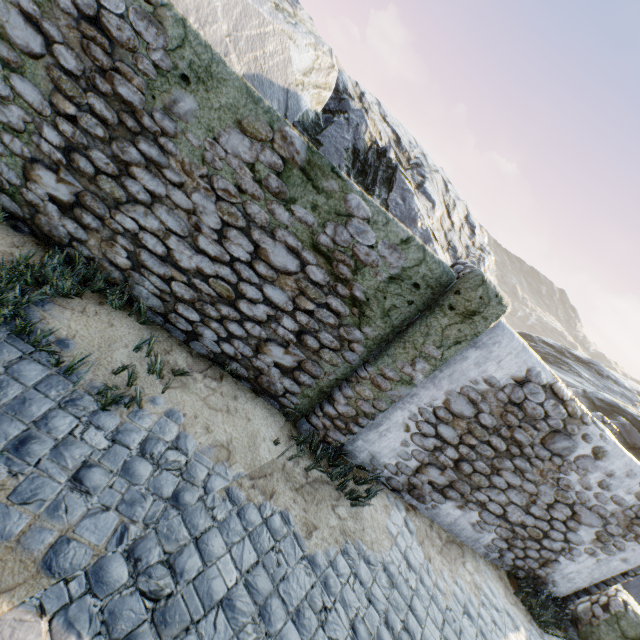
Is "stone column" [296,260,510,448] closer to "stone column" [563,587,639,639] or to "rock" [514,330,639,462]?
"rock" [514,330,639,462]

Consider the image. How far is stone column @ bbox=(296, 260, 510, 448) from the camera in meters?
3.7 m

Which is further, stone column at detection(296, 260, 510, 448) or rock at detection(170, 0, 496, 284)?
rock at detection(170, 0, 496, 284)

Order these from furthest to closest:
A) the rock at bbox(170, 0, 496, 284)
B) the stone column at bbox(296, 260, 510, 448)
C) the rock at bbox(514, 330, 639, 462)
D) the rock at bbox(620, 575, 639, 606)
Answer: the rock at bbox(514, 330, 639, 462)
the rock at bbox(620, 575, 639, 606)
the rock at bbox(170, 0, 496, 284)
the stone column at bbox(296, 260, 510, 448)

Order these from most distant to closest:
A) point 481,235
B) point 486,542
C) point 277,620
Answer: point 481,235 → point 486,542 → point 277,620

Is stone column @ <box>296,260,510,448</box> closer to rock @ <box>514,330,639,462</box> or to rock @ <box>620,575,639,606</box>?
rock @ <box>514,330,639,462</box>

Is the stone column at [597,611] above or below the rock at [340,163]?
below

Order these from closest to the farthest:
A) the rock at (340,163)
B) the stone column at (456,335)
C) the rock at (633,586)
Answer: the stone column at (456,335) → the rock at (340,163) → the rock at (633,586)
